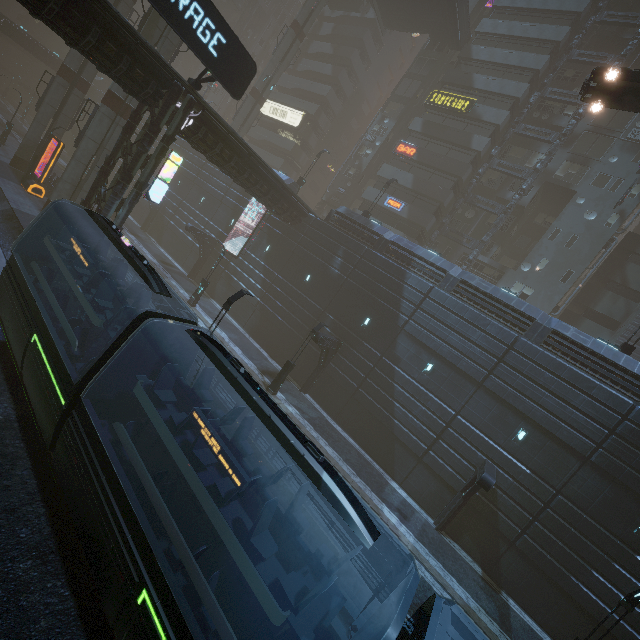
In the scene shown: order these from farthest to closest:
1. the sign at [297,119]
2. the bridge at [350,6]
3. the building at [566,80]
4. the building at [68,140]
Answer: the building at [68,140]
the sign at [297,119]
the bridge at [350,6]
the building at [566,80]

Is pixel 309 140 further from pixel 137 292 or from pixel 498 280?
pixel 137 292

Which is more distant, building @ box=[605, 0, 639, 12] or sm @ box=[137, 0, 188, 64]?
building @ box=[605, 0, 639, 12]

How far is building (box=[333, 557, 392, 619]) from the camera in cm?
1030

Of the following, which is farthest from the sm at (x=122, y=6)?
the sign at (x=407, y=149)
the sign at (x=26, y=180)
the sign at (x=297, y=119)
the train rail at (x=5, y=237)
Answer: the sign at (x=407, y=149)

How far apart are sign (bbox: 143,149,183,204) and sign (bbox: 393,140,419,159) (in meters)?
25.53

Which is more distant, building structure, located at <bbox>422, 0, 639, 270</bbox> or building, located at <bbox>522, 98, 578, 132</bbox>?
building, located at <bbox>522, 98, 578, 132</bbox>

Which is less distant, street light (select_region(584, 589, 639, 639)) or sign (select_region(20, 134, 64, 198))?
street light (select_region(584, 589, 639, 639))
